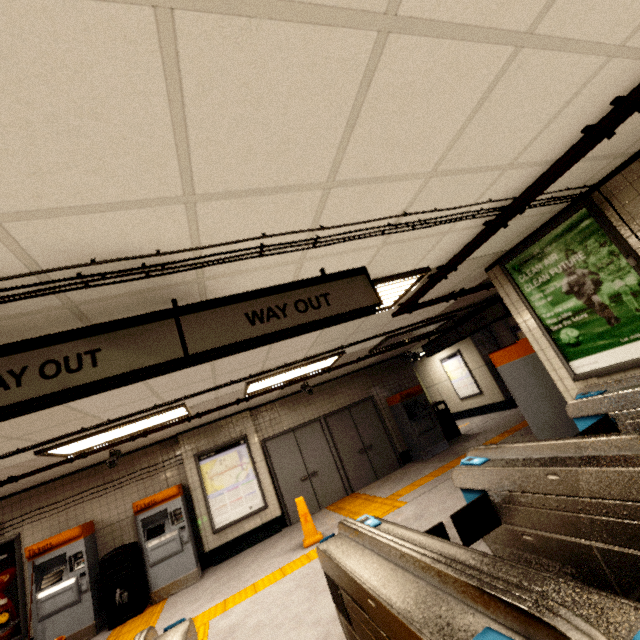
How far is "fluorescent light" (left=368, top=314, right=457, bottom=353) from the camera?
6.9m

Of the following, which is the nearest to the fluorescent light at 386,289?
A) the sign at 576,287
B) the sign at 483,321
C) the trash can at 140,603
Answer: the sign at 576,287

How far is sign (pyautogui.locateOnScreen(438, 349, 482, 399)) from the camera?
12.0m

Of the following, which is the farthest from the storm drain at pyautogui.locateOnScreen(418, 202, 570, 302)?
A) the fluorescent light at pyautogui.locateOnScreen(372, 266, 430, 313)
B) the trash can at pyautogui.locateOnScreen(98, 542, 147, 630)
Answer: the trash can at pyautogui.locateOnScreen(98, 542, 147, 630)

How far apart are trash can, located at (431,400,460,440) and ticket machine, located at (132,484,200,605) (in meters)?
7.41

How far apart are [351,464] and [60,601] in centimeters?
639cm

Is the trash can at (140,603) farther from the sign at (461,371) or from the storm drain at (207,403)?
the sign at (461,371)

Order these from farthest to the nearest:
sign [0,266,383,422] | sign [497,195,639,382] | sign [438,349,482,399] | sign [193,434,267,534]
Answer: sign [438,349,482,399] → sign [193,434,267,534] → sign [497,195,639,382] → sign [0,266,383,422]
